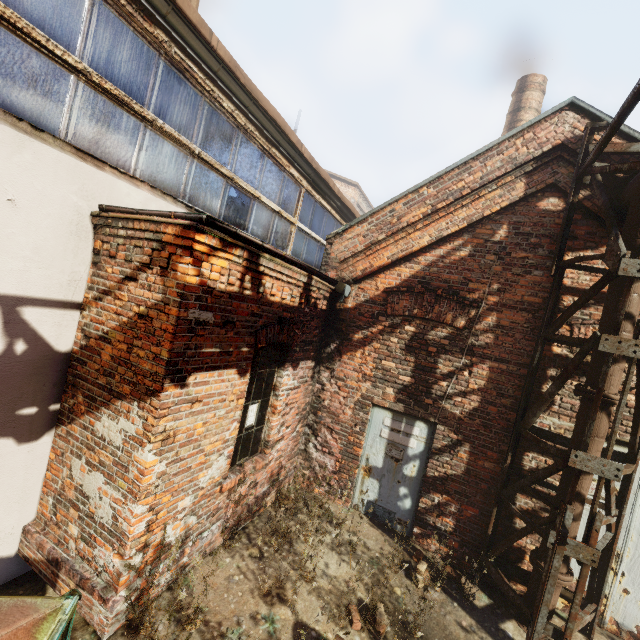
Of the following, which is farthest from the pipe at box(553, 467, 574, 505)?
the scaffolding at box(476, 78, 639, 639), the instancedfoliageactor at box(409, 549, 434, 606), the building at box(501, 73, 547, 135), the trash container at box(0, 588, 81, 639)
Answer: the building at box(501, 73, 547, 135)

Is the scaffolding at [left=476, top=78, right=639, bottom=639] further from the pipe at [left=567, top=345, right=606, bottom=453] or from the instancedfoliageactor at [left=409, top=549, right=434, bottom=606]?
the instancedfoliageactor at [left=409, top=549, right=434, bottom=606]

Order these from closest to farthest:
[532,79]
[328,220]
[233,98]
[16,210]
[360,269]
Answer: [16,210] → [233,98] → [360,269] → [328,220] → [532,79]

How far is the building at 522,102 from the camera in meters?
10.8 m

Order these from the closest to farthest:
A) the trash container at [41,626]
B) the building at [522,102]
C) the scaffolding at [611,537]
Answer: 1. the trash container at [41,626]
2. the scaffolding at [611,537]
3. the building at [522,102]

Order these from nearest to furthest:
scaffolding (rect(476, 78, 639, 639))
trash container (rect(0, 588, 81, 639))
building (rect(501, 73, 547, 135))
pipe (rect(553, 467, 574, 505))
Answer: trash container (rect(0, 588, 81, 639)), scaffolding (rect(476, 78, 639, 639)), pipe (rect(553, 467, 574, 505)), building (rect(501, 73, 547, 135))

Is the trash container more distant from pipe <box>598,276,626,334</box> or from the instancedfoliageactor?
pipe <box>598,276,626,334</box>

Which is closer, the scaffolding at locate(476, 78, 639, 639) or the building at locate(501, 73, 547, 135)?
the scaffolding at locate(476, 78, 639, 639)
